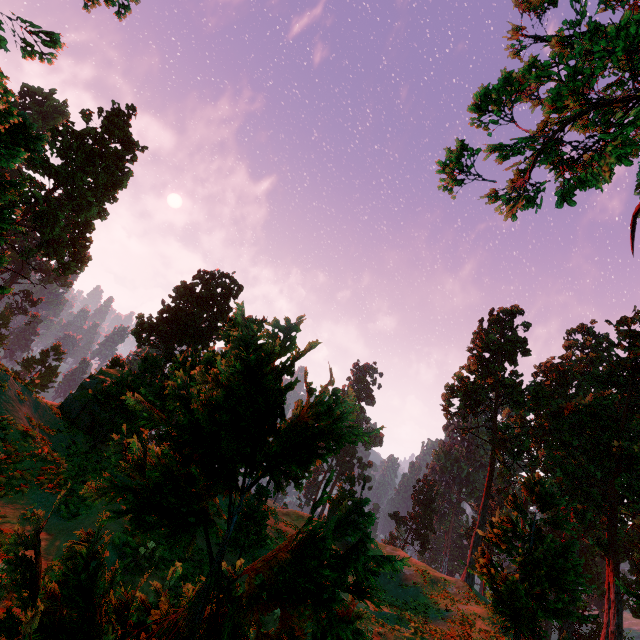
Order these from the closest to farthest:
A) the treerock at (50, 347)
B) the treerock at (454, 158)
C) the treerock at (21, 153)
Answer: the treerock at (21, 153)
the treerock at (454, 158)
the treerock at (50, 347)

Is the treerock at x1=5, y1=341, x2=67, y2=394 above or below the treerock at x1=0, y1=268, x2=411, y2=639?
below

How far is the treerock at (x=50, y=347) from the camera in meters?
17.4

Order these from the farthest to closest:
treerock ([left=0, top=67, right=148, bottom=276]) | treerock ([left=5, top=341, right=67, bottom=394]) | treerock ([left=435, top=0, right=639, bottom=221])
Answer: treerock ([left=5, top=341, right=67, bottom=394])
treerock ([left=435, top=0, right=639, bottom=221])
treerock ([left=0, top=67, right=148, bottom=276])

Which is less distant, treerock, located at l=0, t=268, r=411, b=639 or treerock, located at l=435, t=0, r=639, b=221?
treerock, located at l=0, t=268, r=411, b=639

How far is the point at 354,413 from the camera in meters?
2.4

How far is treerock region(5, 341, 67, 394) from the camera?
17.4m
